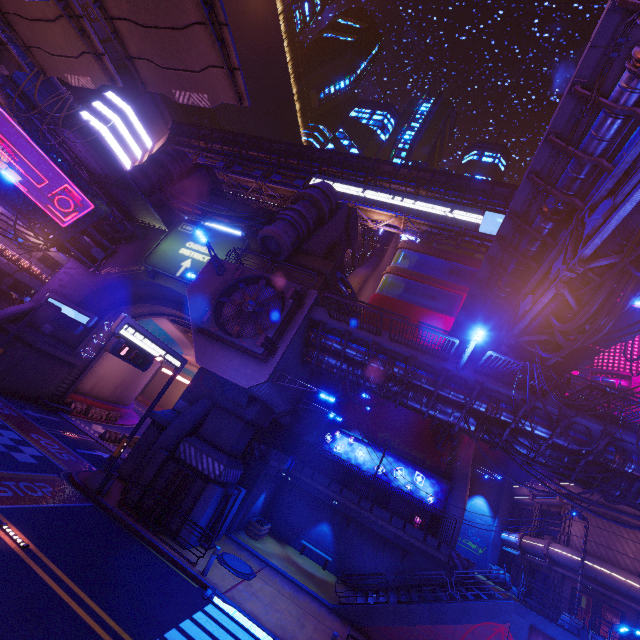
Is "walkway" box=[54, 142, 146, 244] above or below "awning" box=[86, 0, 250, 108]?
above

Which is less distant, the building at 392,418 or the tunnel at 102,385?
the tunnel at 102,385

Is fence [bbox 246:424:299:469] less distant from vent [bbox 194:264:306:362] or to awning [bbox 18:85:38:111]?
vent [bbox 194:264:306:362]

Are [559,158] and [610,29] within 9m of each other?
yes

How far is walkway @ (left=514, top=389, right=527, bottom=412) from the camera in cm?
1384

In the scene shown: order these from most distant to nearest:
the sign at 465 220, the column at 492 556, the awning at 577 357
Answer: the sign at 465 220, the column at 492 556, the awning at 577 357

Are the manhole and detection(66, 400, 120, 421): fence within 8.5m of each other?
no

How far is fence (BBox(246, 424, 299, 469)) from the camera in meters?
21.5 m
